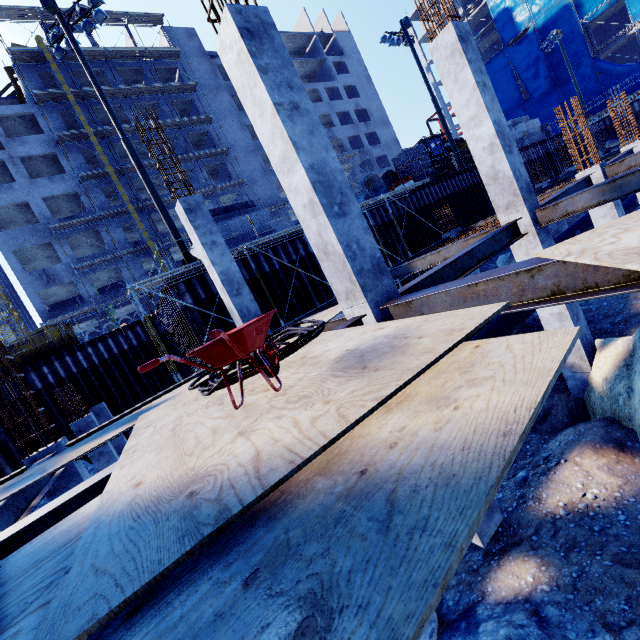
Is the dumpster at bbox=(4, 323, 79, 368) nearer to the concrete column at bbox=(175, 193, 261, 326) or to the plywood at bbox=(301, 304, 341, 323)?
the concrete column at bbox=(175, 193, 261, 326)

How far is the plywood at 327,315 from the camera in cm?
570

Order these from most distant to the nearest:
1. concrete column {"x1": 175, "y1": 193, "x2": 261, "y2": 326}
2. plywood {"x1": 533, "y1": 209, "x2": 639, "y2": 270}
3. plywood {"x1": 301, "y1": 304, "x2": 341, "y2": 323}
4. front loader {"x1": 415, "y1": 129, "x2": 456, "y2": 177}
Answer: front loader {"x1": 415, "y1": 129, "x2": 456, "y2": 177}, concrete column {"x1": 175, "y1": 193, "x2": 261, "y2": 326}, plywood {"x1": 301, "y1": 304, "x2": 341, "y2": 323}, plywood {"x1": 533, "y1": 209, "x2": 639, "y2": 270}

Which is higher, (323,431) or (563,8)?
(563,8)

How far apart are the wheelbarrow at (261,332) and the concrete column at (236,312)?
5.6 meters

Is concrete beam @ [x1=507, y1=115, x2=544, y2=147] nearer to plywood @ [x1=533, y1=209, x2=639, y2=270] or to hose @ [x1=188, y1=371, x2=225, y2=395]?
plywood @ [x1=533, y1=209, x2=639, y2=270]

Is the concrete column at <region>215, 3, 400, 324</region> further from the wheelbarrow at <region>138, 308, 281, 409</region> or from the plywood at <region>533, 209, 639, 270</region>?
the wheelbarrow at <region>138, 308, 281, 409</region>

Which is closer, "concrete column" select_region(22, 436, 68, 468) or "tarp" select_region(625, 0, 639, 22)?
"concrete column" select_region(22, 436, 68, 468)
